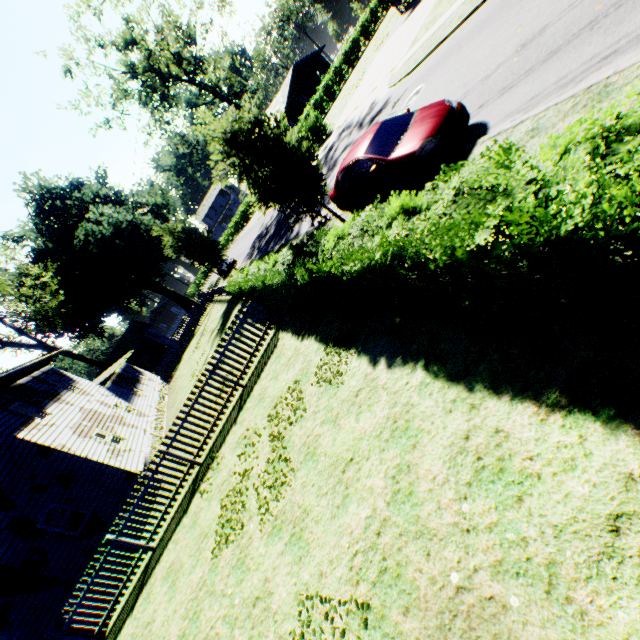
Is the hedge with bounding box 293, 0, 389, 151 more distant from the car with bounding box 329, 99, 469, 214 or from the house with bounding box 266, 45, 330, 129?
the car with bounding box 329, 99, 469, 214

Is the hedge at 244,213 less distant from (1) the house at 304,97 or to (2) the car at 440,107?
(1) the house at 304,97

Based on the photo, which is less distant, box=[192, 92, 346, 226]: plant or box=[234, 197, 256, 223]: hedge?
box=[192, 92, 346, 226]: plant

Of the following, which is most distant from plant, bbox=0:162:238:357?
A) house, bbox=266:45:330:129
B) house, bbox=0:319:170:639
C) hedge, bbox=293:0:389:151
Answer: house, bbox=266:45:330:129

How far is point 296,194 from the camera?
10.2 meters

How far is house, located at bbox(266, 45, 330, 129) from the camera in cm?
4669

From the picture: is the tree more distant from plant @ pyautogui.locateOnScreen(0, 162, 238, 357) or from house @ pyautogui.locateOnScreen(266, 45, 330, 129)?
plant @ pyautogui.locateOnScreen(0, 162, 238, 357)

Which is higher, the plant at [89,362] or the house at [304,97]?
the plant at [89,362]
